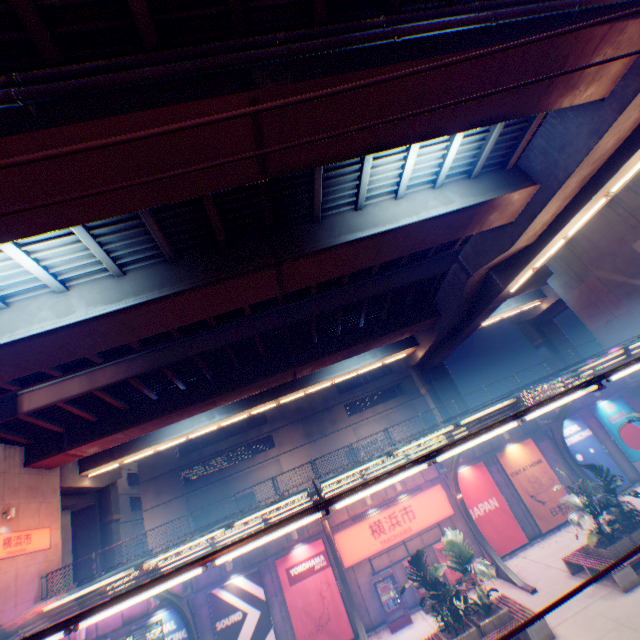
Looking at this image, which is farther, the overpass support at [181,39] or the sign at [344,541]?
the sign at [344,541]

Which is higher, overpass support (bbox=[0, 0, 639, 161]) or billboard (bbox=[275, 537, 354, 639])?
overpass support (bbox=[0, 0, 639, 161])

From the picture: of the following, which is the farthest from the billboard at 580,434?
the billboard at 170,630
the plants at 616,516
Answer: the billboard at 170,630

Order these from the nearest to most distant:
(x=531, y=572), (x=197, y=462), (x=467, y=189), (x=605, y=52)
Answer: (x=605, y=52) < (x=467, y=189) < (x=531, y=572) < (x=197, y=462)

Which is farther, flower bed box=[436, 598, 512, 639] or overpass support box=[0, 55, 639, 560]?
flower bed box=[436, 598, 512, 639]

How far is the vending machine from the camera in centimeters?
1502cm

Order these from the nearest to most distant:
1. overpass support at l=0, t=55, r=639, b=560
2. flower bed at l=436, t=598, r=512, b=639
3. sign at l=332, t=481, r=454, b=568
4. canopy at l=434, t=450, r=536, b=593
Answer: overpass support at l=0, t=55, r=639, b=560, flower bed at l=436, t=598, r=512, b=639, canopy at l=434, t=450, r=536, b=593, sign at l=332, t=481, r=454, b=568

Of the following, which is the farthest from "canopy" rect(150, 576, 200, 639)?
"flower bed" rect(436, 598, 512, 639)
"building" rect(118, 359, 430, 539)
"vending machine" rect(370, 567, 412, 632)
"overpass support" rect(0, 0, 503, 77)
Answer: "building" rect(118, 359, 430, 539)
